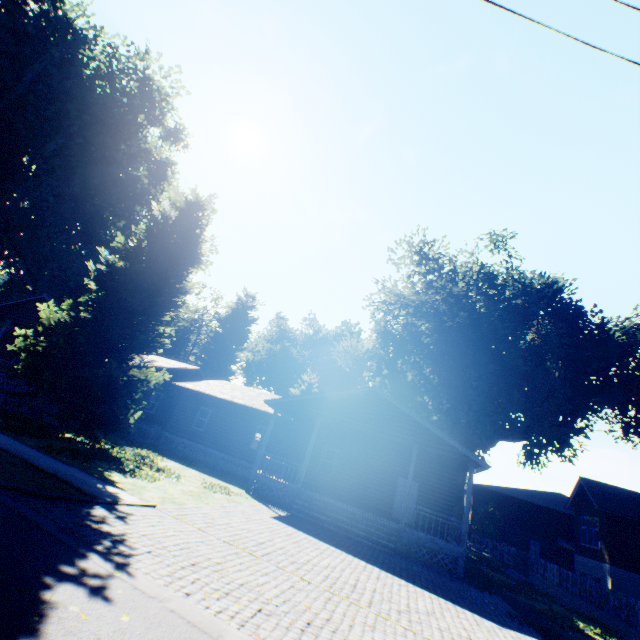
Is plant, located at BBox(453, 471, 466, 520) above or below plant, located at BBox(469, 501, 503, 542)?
above

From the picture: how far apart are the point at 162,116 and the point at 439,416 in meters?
47.9

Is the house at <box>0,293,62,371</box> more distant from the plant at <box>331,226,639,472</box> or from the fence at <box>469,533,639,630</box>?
the plant at <box>331,226,639,472</box>

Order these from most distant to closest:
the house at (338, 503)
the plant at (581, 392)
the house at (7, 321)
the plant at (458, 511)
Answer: the plant at (458, 511) < the plant at (581, 392) < the house at (7, 321) < the house at (338, 503)

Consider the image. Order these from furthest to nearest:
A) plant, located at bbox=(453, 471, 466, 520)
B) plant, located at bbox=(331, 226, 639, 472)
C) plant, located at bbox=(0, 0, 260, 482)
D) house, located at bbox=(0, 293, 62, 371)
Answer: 1. plant, located at bbox=(453, 471, 466, 520)
2. plant, located at bbox=(331, 226, 639, 472)
3. house, located at bbox=(0, 293, 62, 371)
4. plant, located at bbox=(0, 0, 260, 482)

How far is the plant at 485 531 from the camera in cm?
3828

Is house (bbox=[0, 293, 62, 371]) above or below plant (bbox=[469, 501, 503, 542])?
above
